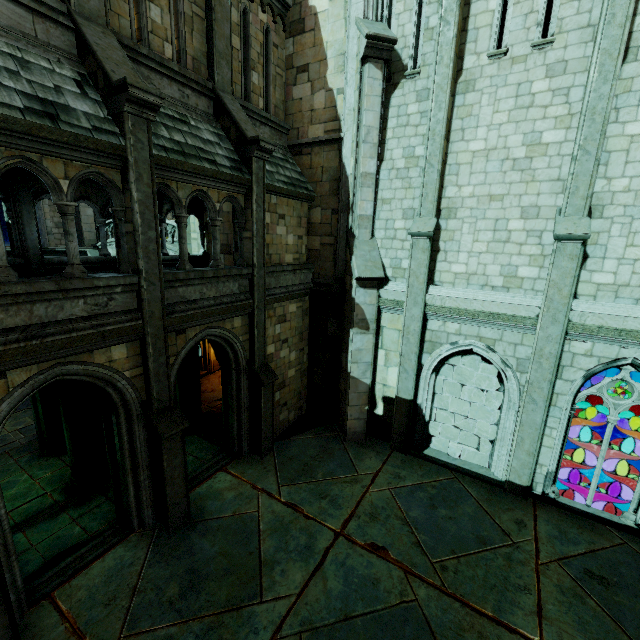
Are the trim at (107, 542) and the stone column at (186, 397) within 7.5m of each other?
yes

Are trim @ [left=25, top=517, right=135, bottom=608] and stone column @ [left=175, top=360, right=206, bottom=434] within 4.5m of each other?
yes

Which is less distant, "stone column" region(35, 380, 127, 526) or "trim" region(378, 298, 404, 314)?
"stone column" region(35, 380, 127, 526)

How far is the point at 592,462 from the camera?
8.6 meters

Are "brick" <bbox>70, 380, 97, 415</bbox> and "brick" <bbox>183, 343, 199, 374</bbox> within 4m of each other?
yes

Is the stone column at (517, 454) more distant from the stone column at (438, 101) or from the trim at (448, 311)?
the stone column at (438, 101)

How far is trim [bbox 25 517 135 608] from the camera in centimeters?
617cm

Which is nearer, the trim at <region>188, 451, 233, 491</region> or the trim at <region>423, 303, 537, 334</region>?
the trim at <region>423, 303, 537, 334</region>
